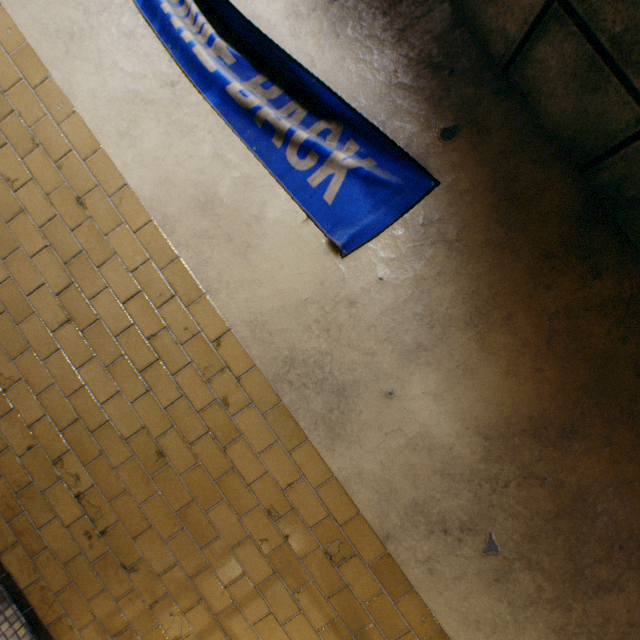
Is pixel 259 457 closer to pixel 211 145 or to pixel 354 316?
pixel 354 316
